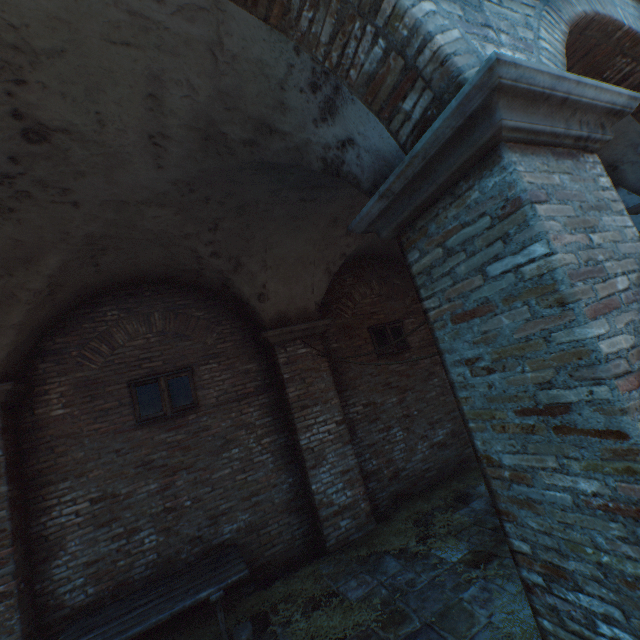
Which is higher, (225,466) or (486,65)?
(486,65)

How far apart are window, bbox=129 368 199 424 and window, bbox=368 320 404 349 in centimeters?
397cm

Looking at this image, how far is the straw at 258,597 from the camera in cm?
456

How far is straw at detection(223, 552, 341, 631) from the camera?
4.6m

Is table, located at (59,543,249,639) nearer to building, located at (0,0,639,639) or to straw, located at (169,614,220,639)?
straw, located at (169,614,220,639)

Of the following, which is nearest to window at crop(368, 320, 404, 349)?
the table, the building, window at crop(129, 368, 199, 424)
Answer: window at crop(129, 368, 199, 424)

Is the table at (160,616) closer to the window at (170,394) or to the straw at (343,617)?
the straw at (343,617)

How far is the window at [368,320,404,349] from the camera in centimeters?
762cm
